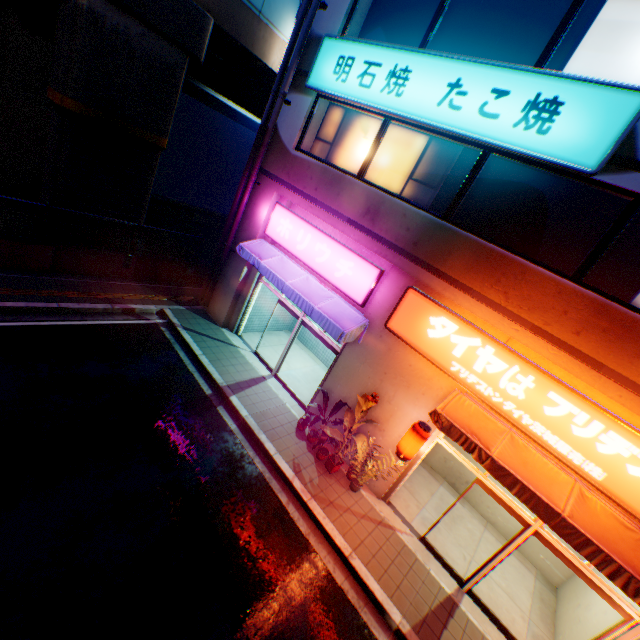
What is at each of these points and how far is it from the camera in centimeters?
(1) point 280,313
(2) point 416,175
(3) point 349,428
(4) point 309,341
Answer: (1) building, 1361cm
(2) window glass, 809cm
(3) plants, 805cm
(4) building, 1396cm

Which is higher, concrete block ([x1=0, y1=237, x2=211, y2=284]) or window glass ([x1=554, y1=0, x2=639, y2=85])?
window glass ([x1=554, y1=0, x2=639, y2=85])

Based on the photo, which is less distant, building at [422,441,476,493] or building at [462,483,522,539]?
building at [462,483,522,539]

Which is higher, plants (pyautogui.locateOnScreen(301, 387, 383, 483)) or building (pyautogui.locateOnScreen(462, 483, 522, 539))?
plants (pyautogui.locateOnScreen(301, 387, 383, 483))

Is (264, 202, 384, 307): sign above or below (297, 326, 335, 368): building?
above

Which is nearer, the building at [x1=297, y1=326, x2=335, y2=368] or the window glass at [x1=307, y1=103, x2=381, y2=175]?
the window glass at [x1=307, y1=103, x2=381, y2=175]

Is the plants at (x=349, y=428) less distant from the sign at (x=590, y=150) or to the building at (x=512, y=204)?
the building at (x=512, y=204)

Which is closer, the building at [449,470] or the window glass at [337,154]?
the window glass at [337,154]
